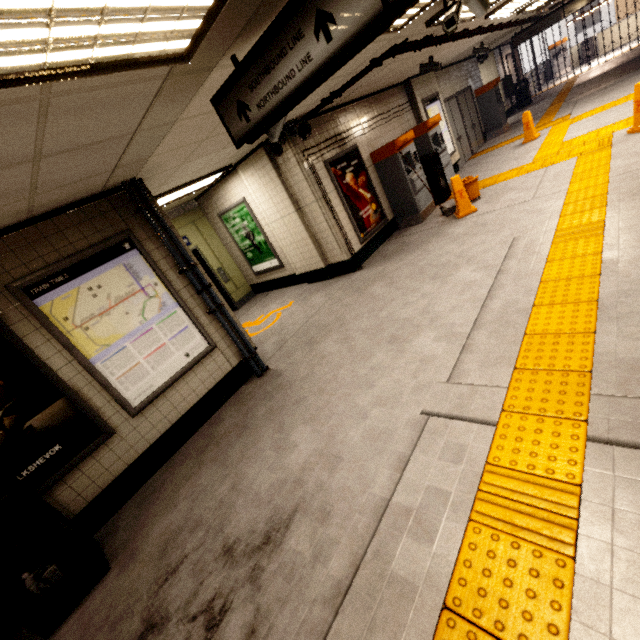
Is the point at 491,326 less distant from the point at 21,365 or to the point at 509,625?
the point at 509,625

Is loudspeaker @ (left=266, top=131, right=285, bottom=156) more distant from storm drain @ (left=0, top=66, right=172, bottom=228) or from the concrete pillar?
the concrete pillar

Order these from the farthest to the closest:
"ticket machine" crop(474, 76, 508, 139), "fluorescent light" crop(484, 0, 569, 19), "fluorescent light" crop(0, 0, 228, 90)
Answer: "ticket machine" crop(474, 76, 508, 139) → "fluorescent light" crop(484, 0, 569, 19) → "fluorescent light" crop(0, 0, 228, 90)

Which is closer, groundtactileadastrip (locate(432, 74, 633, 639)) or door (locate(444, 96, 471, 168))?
groundtactileadastrip (locate(432, 74, 633, 639))

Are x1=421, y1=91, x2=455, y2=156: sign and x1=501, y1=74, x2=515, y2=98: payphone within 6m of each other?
no

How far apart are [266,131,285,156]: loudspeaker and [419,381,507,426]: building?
4.6 meters

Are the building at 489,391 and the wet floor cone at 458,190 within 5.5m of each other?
yes

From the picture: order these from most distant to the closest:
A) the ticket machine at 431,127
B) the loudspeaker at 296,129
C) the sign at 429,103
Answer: the sign at 429,103 → the ticket machine at 431,127 → the loudspeaker at 296,129
